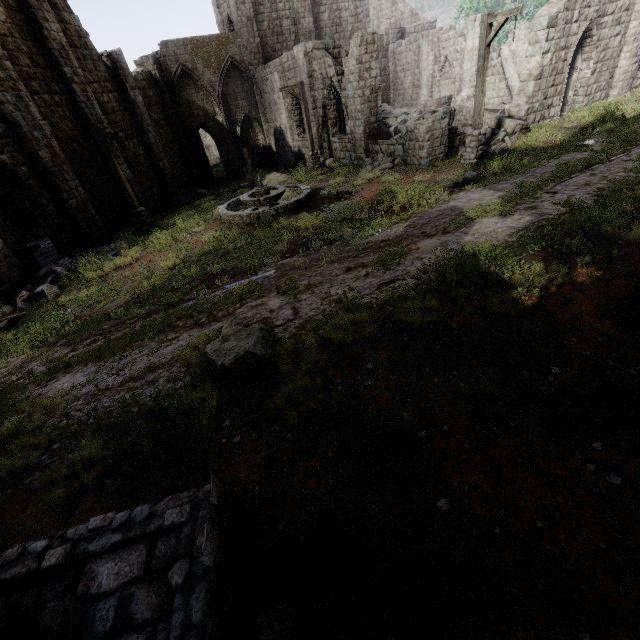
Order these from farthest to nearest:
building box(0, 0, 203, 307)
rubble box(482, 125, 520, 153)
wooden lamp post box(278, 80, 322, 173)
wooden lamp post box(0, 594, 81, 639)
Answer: wooden lamp post box(278, 80, 322, 173), rubble box(482, 125, 520, 153), building box(0, 0, 203, 307), wooden lamp post box(0, 594, 81, 639)

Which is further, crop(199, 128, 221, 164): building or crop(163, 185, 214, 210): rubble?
crop(199, 128, 221, 164): building

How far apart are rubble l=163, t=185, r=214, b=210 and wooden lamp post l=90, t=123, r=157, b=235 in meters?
6.4

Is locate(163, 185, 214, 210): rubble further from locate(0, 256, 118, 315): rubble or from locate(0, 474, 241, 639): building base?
locate(0, 474, 241, 639): building base

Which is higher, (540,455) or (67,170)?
(67,170)

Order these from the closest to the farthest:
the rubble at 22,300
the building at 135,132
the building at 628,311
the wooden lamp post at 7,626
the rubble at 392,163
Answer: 1. the wooden lamp post at 7,626
2. the building at 628,311
3. the rubble at 22,300
4. the building at 135,132
5. the rubble at 392,163

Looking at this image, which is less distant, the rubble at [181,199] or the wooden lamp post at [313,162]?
the wooden lamp post at [313,162]

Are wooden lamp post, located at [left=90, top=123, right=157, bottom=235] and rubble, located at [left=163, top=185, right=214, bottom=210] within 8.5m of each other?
yes
